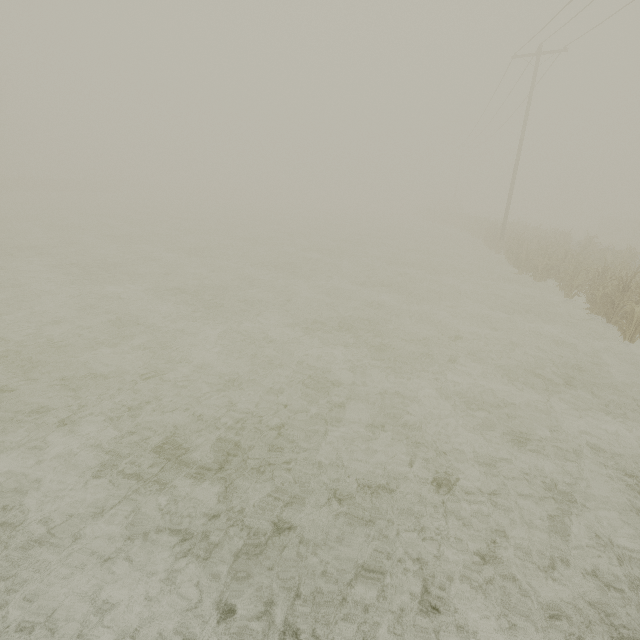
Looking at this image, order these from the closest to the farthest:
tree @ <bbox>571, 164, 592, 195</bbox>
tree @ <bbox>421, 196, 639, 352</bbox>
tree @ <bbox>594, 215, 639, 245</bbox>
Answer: tree @ <bbox>421, 196, 639, 352</bbox> < tree @ <bbox>594, 215, 639, 245</bbox> < tree @ <bbox>571, 164, 592, 195</bbox>

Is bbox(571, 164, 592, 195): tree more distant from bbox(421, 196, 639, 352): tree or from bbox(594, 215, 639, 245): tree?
bbox(421, 196, 639, 352): tree

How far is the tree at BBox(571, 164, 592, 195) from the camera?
58.2m

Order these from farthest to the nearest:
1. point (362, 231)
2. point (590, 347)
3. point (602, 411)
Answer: point (362, 231) < point (590, 347) < point (602, 411)

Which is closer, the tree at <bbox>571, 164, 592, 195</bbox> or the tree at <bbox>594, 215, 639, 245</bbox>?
the tree at <bbox>594, 215, 639, 245</bbox>

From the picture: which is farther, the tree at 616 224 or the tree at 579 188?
the tree at 579 188

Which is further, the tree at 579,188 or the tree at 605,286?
the tree at 579,188
